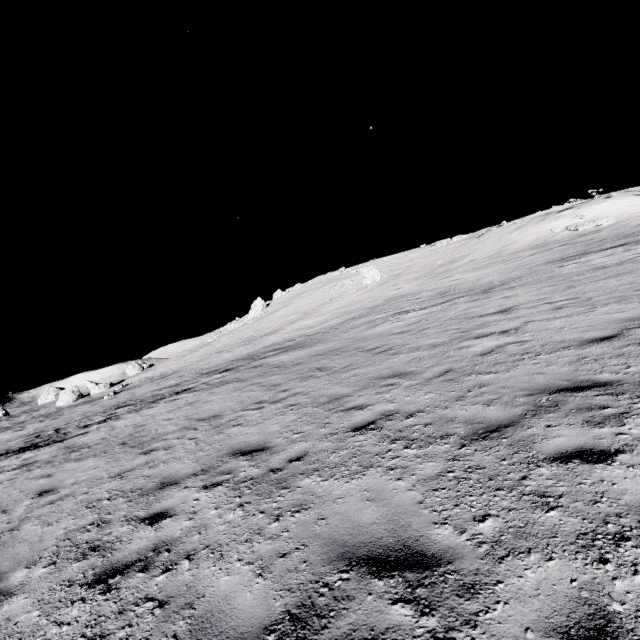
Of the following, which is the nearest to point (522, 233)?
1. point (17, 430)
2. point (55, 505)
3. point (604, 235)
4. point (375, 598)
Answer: point (604, 235)

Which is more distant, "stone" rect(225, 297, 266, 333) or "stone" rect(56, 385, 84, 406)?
"stone" rect(225, 297, 266, 333)

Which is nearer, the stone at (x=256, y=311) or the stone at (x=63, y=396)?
the stone at (x=63, y=396)

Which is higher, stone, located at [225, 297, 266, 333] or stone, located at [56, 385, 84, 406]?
stone, located at [225, 297, 266, 333]

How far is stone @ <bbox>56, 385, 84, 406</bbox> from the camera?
42.6m

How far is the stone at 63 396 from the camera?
42.59m

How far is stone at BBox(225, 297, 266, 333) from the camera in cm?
5388
